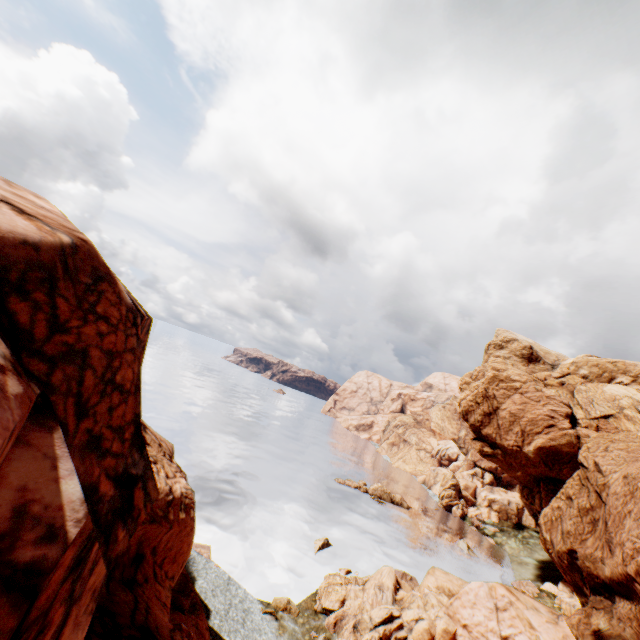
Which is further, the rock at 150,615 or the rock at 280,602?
the rock at 280,602

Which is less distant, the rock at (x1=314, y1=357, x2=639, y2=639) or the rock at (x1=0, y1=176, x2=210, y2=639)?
the rock at (x1=0, y1=176, x2=210, y2=639)

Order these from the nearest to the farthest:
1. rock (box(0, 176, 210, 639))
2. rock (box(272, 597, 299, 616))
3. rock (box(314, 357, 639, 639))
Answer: rock (box(0, 176, 210, 639)) < rock (box(314, 357, 639, 639)) < rock (box(272, 597, 299, 616))

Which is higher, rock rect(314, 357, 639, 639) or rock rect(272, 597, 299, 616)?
rock rect(314, 357, 639, 639)

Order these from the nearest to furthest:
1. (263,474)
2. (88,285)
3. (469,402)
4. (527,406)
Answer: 1. (88,285)
2. (527,406)
3. (469,402)
4. (263,474)
